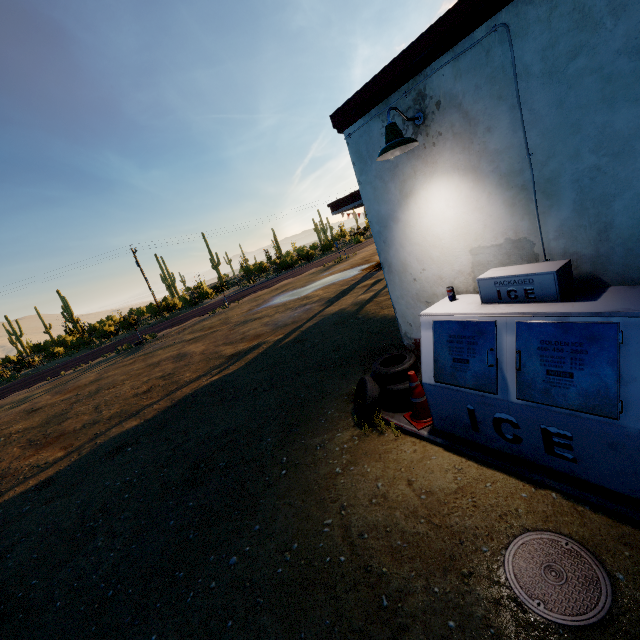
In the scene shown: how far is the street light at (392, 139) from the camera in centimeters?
322cm

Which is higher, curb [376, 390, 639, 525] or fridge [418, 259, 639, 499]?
fridge [418, 259, 639, 499]

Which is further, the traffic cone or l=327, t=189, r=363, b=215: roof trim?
l=327, t=189, r=363, b=215: roof trim

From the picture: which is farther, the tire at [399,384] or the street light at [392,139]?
the tire at [399,384]

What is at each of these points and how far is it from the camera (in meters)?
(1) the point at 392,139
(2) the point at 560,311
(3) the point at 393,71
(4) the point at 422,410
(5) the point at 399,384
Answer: (1) street light, 3.30
(2) fridge, 2.70
(3) roof trim, 3.53
(4) traffic cone, 4.24
(5) tire, 4.60

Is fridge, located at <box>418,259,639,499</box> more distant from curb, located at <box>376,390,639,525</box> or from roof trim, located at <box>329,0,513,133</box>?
roof trim, located at <box>329,0,513,133</box>

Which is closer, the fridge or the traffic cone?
the fridge

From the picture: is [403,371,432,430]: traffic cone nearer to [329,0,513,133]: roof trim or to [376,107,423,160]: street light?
[376,107,423,160]: street light
